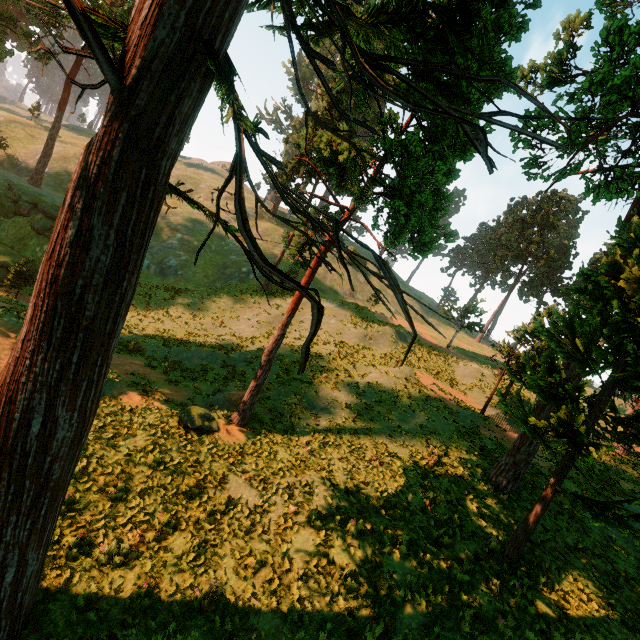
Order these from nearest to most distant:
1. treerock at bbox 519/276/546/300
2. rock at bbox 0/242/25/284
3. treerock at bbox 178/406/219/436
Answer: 1. treerock at bbox 178/406/219/436
2. rock at bbox 0/242/25/284
3. treerock at bbox 519/276/546/300

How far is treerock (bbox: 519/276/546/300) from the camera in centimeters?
5622cm

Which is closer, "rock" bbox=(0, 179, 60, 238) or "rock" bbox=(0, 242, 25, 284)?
"rock" bbox=(0, 242, 25, 284)

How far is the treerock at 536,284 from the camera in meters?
56.2

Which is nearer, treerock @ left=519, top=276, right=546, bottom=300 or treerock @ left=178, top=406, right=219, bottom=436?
treerock @ left=178, top=406, right=219, bottom=436

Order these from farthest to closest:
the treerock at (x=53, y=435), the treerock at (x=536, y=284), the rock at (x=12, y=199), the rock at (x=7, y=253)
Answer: the treerock at (x=536, y=284)
the rock at (x=12, y=199)
the rock at (x=7, y=253)
the treerock at (x=53, y=435)

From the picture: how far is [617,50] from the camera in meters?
11.3
